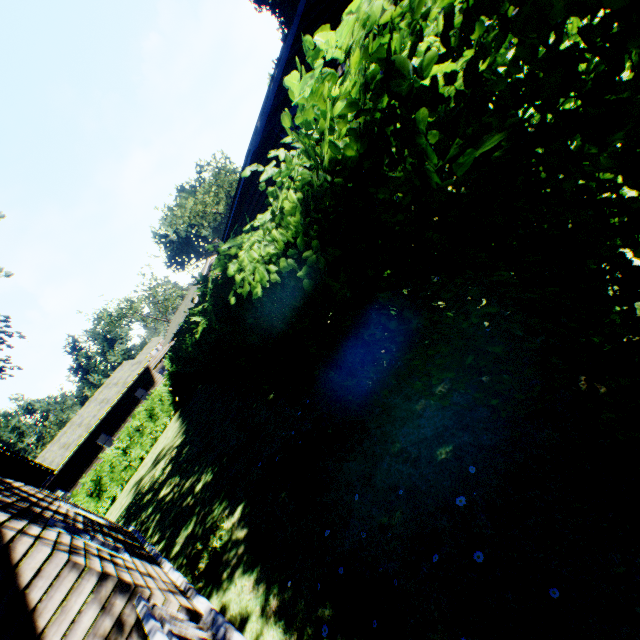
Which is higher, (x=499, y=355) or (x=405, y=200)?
(x=405, y=200)

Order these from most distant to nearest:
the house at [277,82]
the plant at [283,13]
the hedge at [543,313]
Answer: the plant at [283,13]
the house at [277,82]
the hedge at [543,313]

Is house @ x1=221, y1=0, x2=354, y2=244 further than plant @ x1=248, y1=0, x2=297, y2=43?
No

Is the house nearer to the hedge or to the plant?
the plant

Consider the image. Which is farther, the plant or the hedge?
the plant

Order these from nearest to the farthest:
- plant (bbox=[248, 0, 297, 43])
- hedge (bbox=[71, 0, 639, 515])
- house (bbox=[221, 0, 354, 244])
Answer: hedge (bbox=[71, 0, 639, 515]) → house (bbox=[221, 0, 354, 244]) → plant (bbox=[248, 0, 297, 43])

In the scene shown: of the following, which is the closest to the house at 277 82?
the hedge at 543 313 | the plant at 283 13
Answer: the plant at 283 13

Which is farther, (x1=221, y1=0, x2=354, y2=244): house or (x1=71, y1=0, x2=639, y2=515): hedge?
(x1=221, y1=0, x2=354, y2=244): house
